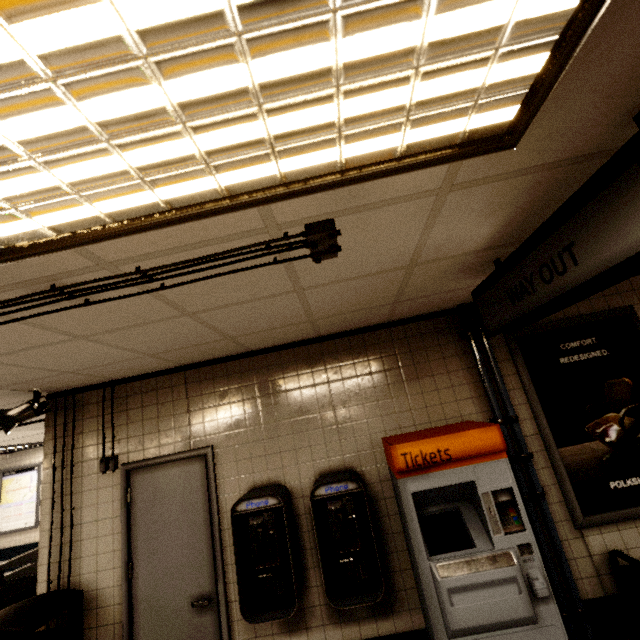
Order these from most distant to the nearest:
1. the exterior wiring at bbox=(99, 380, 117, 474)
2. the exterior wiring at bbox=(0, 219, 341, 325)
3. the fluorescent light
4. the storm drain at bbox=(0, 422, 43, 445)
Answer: the storm drain at bbox=(0, 422, 43, 445) → the exterior wiring at bbox=(99, 380, 117, 474) → the exterior wiring at bbox=(0, 219, 341, 325) → the fluorescent light

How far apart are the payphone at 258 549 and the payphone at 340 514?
0.2m

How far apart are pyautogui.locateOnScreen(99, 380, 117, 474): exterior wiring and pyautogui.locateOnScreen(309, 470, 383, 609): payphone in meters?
2.0

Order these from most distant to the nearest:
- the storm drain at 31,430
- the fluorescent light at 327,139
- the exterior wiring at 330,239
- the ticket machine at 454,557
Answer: the storm drain at 31,430
the ticket machine at 454,557
the exterior wiring at 330,239
the fluorescent light at 327,139

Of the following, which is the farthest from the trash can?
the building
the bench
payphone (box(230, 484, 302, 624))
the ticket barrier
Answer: the bench

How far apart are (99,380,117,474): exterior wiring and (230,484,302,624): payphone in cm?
134

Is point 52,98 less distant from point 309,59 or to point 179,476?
point 309,59

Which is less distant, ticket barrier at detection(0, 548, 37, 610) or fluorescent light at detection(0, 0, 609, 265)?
fluorescent light at detection(0, 0, 609, 265)
